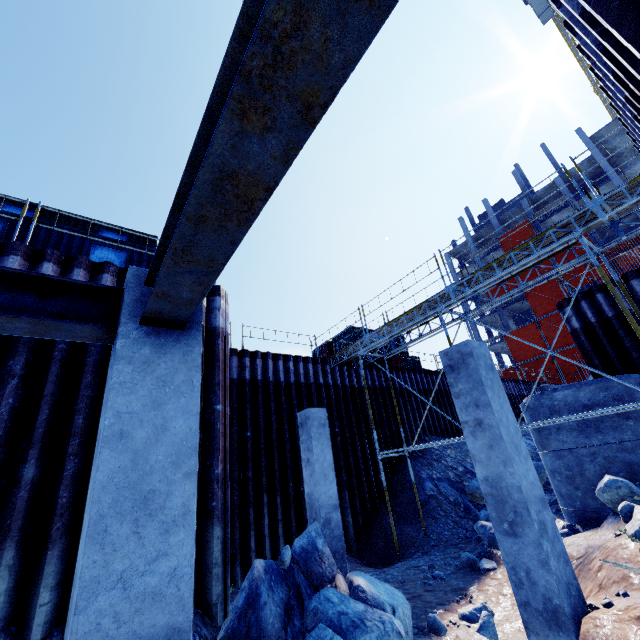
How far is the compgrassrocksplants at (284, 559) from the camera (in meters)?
4.91

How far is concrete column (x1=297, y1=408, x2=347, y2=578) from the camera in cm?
773

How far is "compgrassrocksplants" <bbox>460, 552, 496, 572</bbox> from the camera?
7.57m

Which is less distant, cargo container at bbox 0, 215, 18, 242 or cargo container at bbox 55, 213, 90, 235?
cargo container at bbox 0, 215, 18, 242

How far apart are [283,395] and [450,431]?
10.65m

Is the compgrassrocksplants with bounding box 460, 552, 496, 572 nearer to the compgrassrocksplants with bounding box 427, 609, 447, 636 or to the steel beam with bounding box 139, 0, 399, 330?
the compgrassrocksplants with bounding box 427, 609, 447, 636

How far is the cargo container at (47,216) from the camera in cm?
912

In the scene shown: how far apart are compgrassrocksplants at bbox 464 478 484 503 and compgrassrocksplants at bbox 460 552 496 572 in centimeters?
476cm
